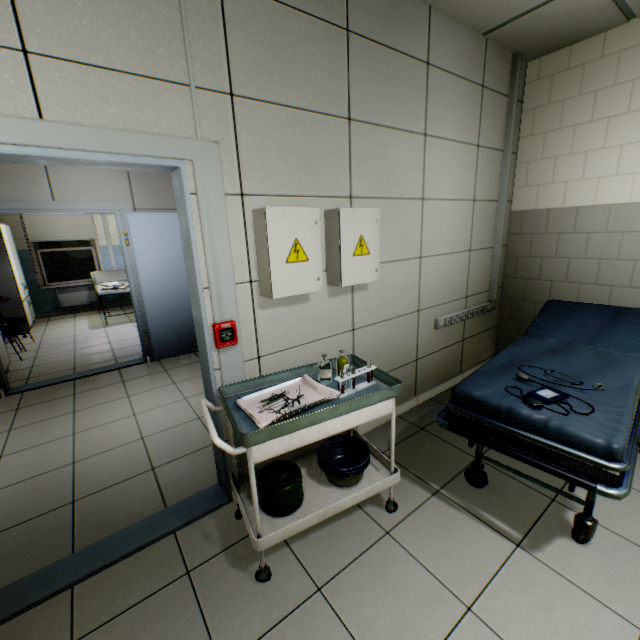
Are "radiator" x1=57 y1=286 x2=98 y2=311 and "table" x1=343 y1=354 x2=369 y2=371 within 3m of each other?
no

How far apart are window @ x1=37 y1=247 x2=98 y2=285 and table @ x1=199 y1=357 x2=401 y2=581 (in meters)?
8.42

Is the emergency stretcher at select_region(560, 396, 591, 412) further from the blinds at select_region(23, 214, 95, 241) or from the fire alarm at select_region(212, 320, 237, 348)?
the blinds at select_region(23, 214, 95, 241)

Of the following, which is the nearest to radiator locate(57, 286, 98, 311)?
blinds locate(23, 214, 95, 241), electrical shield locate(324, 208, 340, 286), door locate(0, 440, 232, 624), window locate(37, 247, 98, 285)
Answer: window locate(37, 247, 98, 285)

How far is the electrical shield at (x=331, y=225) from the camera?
2.1 meters

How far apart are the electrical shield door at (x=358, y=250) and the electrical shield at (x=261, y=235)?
0.22m

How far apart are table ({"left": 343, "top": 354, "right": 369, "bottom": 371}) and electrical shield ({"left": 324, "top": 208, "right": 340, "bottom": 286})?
0.5 meters

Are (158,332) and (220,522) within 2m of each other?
no
